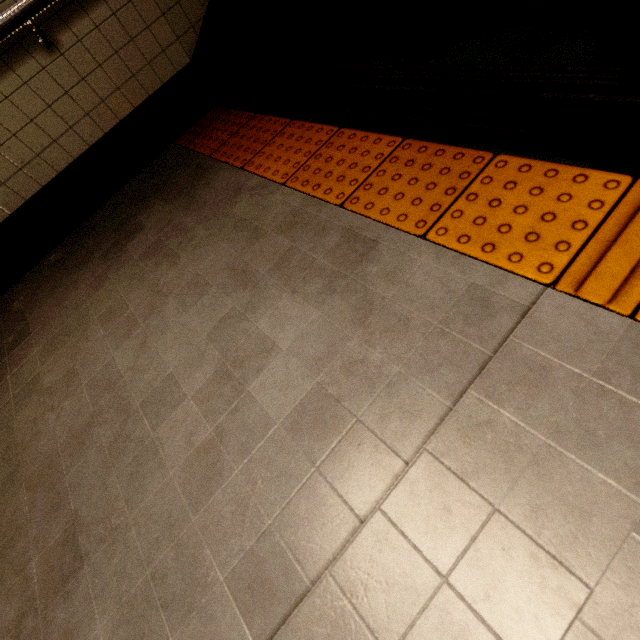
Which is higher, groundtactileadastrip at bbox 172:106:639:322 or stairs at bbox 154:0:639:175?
stairs at bbox 154:0:639:175

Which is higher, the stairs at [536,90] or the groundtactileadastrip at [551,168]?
the stairs at [536,90]

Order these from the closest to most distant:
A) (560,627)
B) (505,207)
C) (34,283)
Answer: (560,627)
(505,207)
(34,283)
